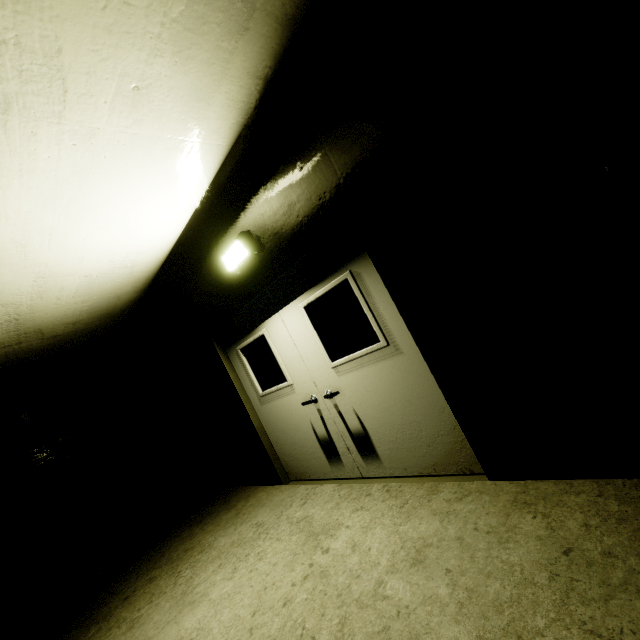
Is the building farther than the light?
No

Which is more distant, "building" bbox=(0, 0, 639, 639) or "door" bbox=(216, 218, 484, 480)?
"door" bbox=(216, 218, 484, 480)

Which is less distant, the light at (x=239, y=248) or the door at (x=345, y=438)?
the door at (x=345, y=438)

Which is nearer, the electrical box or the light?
the electrical box

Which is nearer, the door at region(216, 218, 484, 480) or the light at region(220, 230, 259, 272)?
the door at region(216, 218, 484, 480)

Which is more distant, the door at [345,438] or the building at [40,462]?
the door at [345,438]

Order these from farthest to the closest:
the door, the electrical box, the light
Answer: the light < the door < the electrical box

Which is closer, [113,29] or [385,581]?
[113,29]
